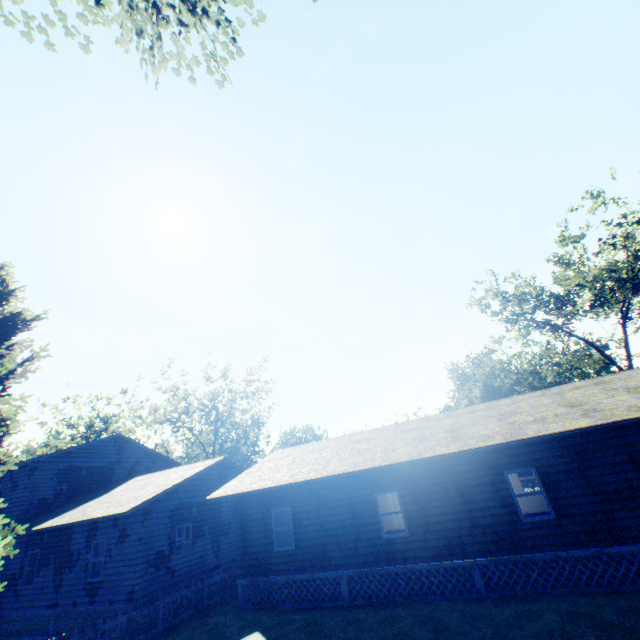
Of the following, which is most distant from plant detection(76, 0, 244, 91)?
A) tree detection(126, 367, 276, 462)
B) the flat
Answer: tree detection(126, 367, 276, 462)

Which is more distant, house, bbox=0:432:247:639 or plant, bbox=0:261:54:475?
house, bbox=0:432:247:639

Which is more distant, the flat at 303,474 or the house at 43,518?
the house at 43,518

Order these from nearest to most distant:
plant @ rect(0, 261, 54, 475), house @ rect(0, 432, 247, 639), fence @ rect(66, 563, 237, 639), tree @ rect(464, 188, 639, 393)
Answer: fence @ rect(66, 563, 237, 639), plant @ rect(0, 261, 54, 475), house @ rect(0, 432, 247, 639), tree @ rect(464, 188, 639, 393)

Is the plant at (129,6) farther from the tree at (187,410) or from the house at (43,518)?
the tree at (187,410)

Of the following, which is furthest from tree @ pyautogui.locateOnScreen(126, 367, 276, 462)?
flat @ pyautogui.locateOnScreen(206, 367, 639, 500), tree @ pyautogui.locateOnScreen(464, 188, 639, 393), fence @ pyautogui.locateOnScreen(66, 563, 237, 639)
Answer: tree @ pyautogui.locateOnScreen(464, 188, 639, 393)

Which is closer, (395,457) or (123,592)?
(395,457)

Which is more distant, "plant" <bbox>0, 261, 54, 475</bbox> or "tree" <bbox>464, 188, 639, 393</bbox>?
"tree" <bbox>464, 188, 639, 393</bbox>
